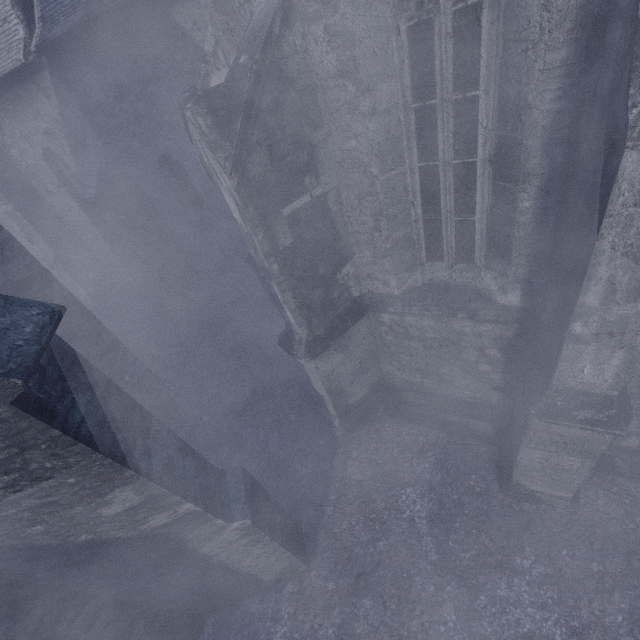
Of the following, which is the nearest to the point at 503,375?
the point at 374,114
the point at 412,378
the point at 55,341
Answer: the point at 412,378
